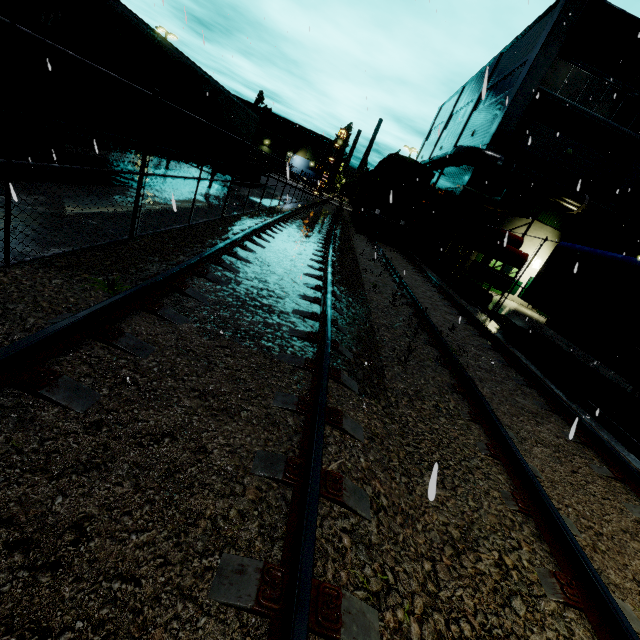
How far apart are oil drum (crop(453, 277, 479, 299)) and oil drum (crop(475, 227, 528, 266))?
1.36m

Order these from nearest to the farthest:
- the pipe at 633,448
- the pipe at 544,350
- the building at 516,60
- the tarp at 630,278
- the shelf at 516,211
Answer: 1. the pipe at 633,448
2. the tarp at 630,278
3. the pipe at 544,350
4. the shelf at 516,211
5. the building at 516,60

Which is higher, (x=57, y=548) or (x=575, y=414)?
(x=575, y=414)

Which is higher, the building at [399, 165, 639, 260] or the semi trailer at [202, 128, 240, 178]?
the building at [399, 165, 639, 260]

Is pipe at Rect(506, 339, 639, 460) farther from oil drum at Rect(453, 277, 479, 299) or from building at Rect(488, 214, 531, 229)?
building at Rect(488, 214, 531, 229)

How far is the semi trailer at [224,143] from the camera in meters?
13.6

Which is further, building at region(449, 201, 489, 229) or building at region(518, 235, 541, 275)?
building at region(518, 235, 541, 275)

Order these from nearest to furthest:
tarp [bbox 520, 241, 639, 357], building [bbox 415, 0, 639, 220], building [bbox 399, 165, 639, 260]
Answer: tarp [bbox 520, 241, 639, 357], building [bbox 415, 0, 639, 220], building [bbox 399, 165, 639, 260]
